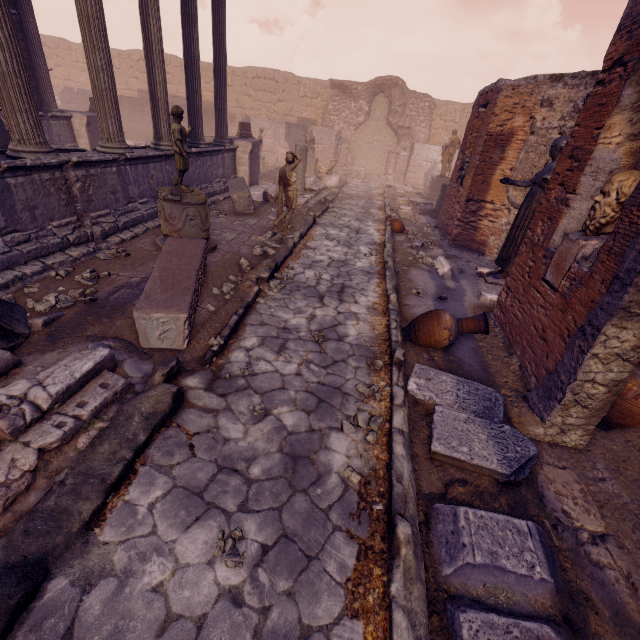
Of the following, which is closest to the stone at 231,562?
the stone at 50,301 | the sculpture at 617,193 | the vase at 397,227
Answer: the stone at 50,301

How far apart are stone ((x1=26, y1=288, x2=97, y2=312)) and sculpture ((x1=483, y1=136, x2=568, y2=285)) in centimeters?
729cm

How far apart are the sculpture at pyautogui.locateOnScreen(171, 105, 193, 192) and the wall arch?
18.8m

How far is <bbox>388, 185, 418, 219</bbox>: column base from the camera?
12.09m

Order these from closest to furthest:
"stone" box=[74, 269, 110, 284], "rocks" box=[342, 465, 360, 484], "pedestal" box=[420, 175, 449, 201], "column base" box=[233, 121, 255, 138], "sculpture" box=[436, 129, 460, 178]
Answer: "rocks" box=[342, 465, 360, 484]
"stone" box=[74, 269, 110, 284]
"column base" box=[233, 121, 255, 138]
"sculpture" box=[436, 129, 460, 178]
"pedestal" box=[420, 175, 449, 201]

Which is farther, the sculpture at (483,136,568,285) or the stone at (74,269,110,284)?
the sculpture at (483,136,568,285)

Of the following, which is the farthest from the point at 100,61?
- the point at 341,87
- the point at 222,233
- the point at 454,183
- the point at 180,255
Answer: the point at 341,87

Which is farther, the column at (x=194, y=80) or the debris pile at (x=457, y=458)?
the column at (x=194, y=80)
